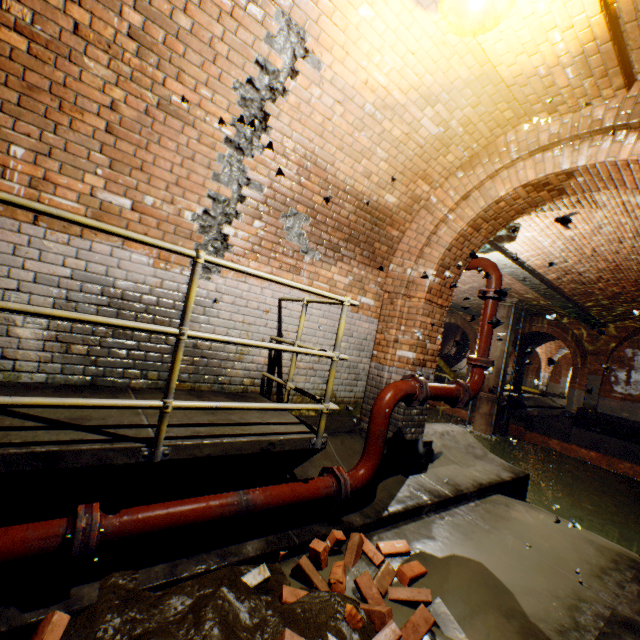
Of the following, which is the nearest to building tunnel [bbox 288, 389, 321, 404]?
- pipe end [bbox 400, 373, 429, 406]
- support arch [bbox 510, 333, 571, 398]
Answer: pipe end [bbox 400, 373, 429, 406]

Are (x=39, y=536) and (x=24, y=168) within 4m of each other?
yes

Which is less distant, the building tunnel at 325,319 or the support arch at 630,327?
the building tunnel at 325,319

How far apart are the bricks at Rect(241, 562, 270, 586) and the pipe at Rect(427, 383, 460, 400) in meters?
2.3 m

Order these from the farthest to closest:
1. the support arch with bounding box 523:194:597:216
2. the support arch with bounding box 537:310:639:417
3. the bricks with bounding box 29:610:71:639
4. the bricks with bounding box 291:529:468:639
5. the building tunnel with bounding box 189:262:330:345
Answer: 1. the support arch with bounding box 537:310:639:417
2. the support arch with bounding box 523:194:597:216
3. the building tunnel with bounding box 189:262:330:345
4. the bricks with bounding box 291:529:468:639
5. the bricks with bounding box 29:610:71:639

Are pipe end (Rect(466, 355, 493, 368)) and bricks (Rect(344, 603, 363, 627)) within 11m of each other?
yes

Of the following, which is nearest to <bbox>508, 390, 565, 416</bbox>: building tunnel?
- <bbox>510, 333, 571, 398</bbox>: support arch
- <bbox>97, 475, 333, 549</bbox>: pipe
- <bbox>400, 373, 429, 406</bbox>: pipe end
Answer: <bbox>510, 333, 571, 398</bbox>: support arch

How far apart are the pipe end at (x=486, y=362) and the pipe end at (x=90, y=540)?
4.5 meters
